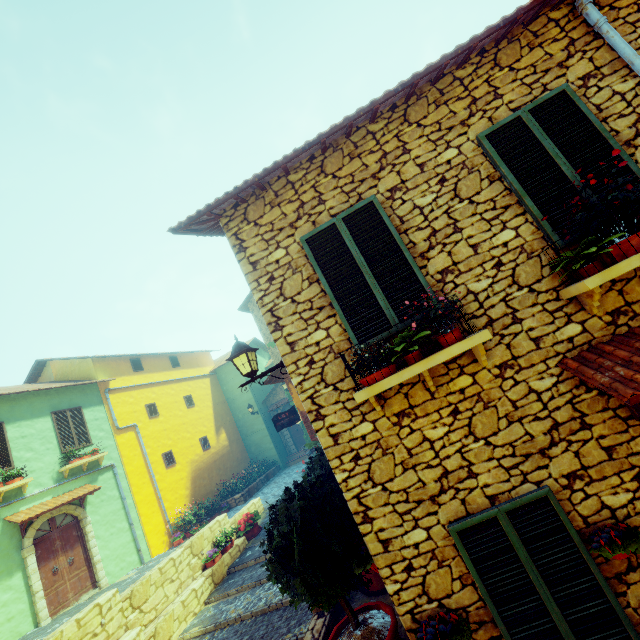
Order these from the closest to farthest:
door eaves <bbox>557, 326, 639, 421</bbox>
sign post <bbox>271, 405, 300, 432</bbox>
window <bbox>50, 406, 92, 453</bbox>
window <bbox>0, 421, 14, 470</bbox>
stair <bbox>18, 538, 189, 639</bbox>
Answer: door eaves <bbox>557, 326, 639, 421</bbox> < stair <bbox>18, 538, 189, 639</bbox> < window <bbox>0, 421, 14, 470</bbox> < sign post <bbox>271, 405, 300, 432</bbox> < window <bbox>50, 406, 92, 453</bbox>

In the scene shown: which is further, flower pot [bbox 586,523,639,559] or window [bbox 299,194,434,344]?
window [bbox 299,194,434,344]

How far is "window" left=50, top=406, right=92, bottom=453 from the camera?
12.2 meters

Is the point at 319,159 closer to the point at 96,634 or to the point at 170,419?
the point at 96,634

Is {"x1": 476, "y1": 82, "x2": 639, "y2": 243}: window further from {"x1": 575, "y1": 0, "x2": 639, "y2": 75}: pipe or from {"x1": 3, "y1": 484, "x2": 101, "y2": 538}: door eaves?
{"x1": 3, "y1": 484, "x2": 101, "y2": 538}: door eaves

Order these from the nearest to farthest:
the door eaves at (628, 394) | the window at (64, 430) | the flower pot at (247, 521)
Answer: the door eaves at (628, 394) → the flower pot at (247, 521) → the window at (64, 430)

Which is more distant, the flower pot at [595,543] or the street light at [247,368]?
the street light at [247,368]

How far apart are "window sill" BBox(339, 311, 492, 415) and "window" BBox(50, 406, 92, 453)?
13.5 meters
